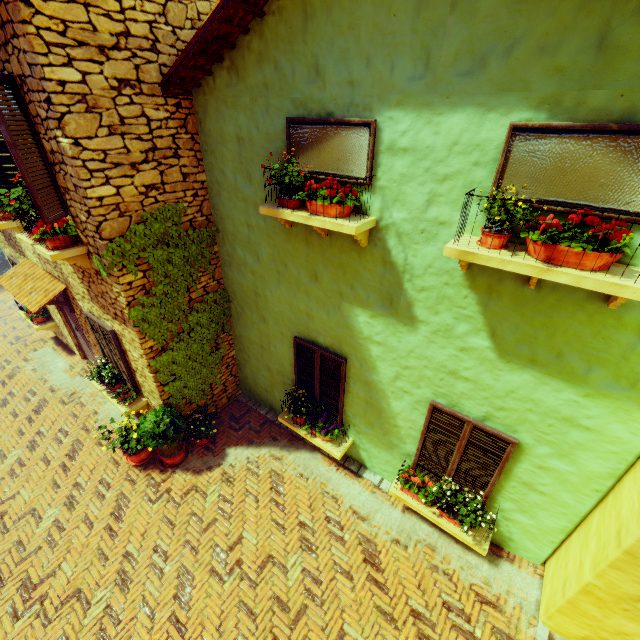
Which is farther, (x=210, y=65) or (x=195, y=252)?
(x=195, y=252)

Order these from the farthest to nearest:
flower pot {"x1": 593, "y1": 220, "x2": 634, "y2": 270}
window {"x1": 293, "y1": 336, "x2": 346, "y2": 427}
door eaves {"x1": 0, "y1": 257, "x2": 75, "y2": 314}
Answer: door eaves {"x1": 0, "y1": 257, "x2": 75, "y2": 314}
window {"x1": 293, "y1": 336, "x2": 346, "y2": 427}
flower pot {"x1": 593, "y1": 220, "x2": 634, "y2": 270}

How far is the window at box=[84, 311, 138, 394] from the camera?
6.1 meters

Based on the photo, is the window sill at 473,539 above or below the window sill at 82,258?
below

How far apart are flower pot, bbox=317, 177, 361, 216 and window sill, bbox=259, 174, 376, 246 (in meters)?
0.03

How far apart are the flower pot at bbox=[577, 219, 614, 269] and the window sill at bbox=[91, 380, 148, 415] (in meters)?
7.18

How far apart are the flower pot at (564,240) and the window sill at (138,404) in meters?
7.2

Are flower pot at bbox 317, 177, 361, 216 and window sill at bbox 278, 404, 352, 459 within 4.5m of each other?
Result: yes
